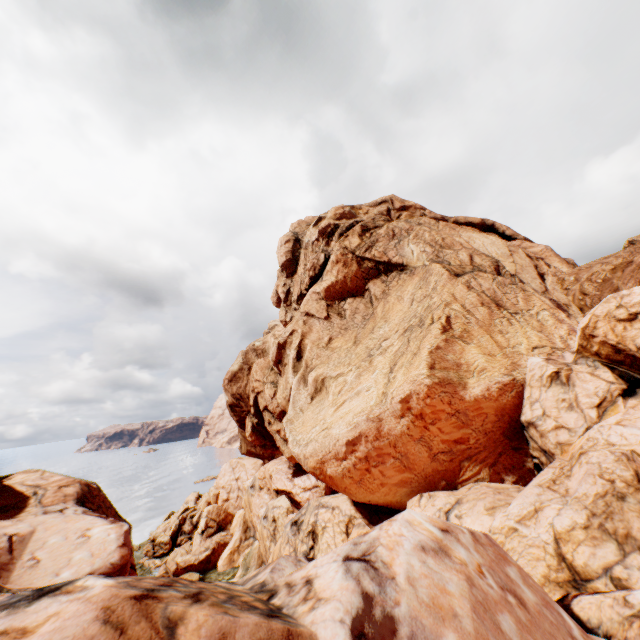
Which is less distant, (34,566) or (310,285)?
(34,566)
